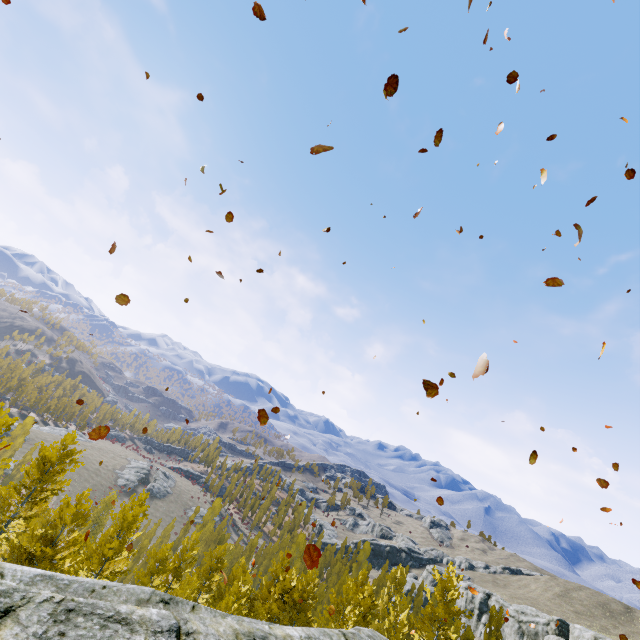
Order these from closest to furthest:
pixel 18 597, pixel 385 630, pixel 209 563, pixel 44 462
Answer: pixel 18 597
pixel 44 462
pixel 209 563
pixel 385 630

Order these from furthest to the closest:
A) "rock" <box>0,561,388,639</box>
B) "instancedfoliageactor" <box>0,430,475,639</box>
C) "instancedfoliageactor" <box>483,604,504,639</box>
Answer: "instancedfoliageactor" <box>483,604,504,639</box> → "instancedfoliageactor" <box>0,430,475,639</box> → "rock" <box>0,561,388,639</box>

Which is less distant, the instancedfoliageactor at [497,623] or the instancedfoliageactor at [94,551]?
the instancedfoliageactor at [94,551]

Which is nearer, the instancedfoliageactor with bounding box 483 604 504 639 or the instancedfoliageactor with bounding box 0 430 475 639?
the instancedfoliageactor with bounding box 0 430 475 639

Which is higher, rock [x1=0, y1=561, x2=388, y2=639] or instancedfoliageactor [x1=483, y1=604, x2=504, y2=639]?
rock [x1=0, y1=561, x2=388, y2=639]

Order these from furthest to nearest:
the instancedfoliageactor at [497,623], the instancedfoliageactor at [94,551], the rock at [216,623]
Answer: the instancedfoliageactor at [497,623], the instancedfoliageactor at [94,551], the rock at [216,623]

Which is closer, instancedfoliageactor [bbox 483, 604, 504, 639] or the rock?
the rock
